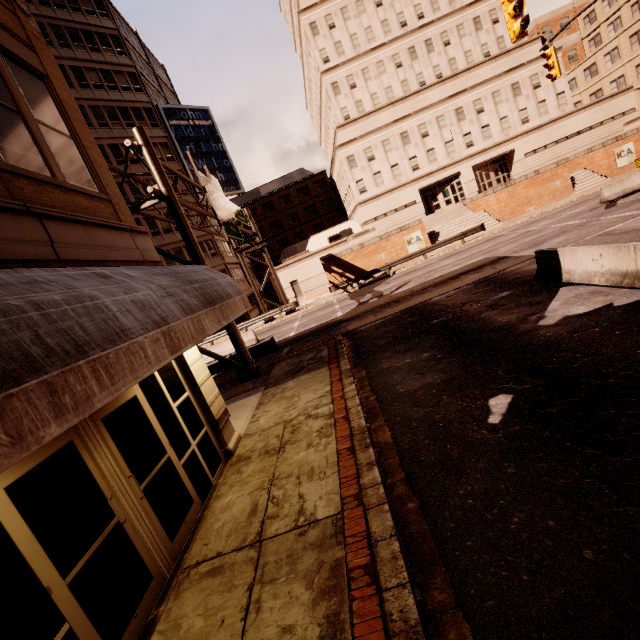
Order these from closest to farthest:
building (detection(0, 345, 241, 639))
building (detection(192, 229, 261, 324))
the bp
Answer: building (detection(0, 345, 241, 639)), the bp, building (detection(192, 229, 261, 324))

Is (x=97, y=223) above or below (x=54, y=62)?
below

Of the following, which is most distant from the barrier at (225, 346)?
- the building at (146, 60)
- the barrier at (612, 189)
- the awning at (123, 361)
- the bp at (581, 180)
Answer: the bp at (581, 180)

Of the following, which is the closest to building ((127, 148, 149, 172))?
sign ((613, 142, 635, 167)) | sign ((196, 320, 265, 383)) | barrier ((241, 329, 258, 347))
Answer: sign ((196, 320, 265, 383))

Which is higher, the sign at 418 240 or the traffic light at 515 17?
the traffic light at 515 17

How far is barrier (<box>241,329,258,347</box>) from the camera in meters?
21.9

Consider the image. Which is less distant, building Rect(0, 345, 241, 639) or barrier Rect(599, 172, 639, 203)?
building Rect(0, 345, 241, 639)

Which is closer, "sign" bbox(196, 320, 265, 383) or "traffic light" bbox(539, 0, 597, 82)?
"sign" bbox(196, 320, 265, 383)
